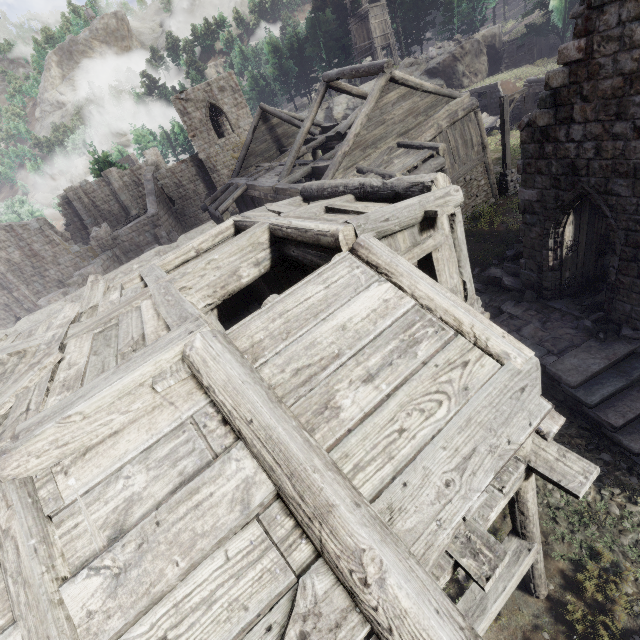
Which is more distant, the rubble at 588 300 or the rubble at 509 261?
the rubble at 509 261

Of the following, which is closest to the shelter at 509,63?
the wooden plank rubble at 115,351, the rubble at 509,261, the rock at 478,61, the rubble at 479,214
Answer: the rock at 478,61

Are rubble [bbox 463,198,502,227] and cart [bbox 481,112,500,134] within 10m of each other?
no

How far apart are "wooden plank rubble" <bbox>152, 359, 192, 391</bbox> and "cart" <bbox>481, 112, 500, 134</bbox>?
29.6m

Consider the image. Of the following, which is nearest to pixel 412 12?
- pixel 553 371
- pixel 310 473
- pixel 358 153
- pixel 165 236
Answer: pixel 165 236

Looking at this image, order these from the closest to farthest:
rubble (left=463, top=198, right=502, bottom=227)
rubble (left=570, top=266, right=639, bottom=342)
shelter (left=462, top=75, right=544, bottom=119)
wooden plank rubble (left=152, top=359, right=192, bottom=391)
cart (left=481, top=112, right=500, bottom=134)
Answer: wooden plank rubble (left=152, top=359, right=192, bottom=391) → rubble (left=570, top=266, right=639, bottom=342) → rubble (left=463, top=198, right=502, bottom=227) → shelter (left=462, top=75, right=544, bottom=119) → cart (left=481, top=112, right=500, bottom=134)

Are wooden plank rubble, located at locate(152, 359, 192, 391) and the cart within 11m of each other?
no

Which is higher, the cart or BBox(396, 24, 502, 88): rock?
BBox(396, 24, 502, 88): rock
